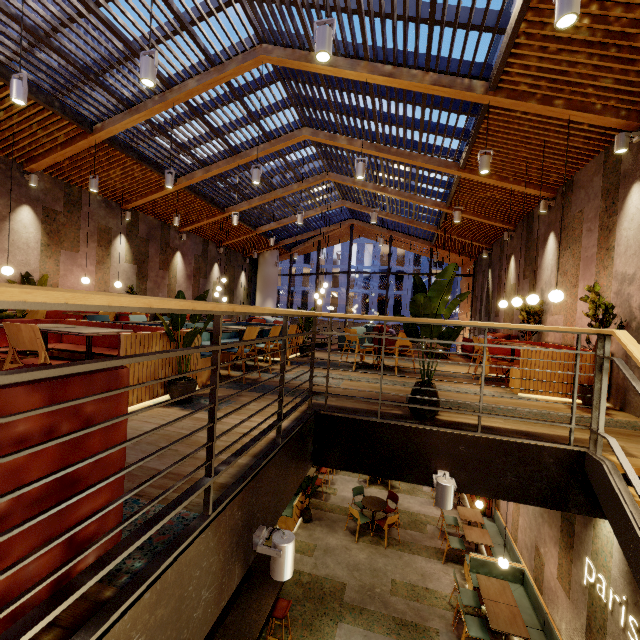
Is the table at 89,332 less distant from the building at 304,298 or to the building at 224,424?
the building at 224,424

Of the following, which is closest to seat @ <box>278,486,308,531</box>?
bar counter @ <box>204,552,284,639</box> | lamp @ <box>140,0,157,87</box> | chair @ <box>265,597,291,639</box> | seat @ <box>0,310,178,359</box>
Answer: bar counter @ <box>204,552,284,639</box>

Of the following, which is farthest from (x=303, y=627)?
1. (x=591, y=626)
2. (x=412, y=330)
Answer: (x=412, y=330)

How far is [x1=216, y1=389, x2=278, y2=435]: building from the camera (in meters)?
3.01

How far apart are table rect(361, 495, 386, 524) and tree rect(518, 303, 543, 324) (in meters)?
5.67

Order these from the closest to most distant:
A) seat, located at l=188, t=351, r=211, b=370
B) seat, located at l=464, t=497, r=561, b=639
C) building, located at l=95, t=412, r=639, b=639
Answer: building, located at l=95, t=412, r=639, b=639
seat, located at l=188, t=351, r=211, b=370
seat, located at l=464, t=497, r=561, b=639

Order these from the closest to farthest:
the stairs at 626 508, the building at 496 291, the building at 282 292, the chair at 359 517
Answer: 1. the stairs at 626 508
2. the building at 496 291
3. the chair at 359 517
4. the building at 282 292

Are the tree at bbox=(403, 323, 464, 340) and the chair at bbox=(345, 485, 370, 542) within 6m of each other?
no
